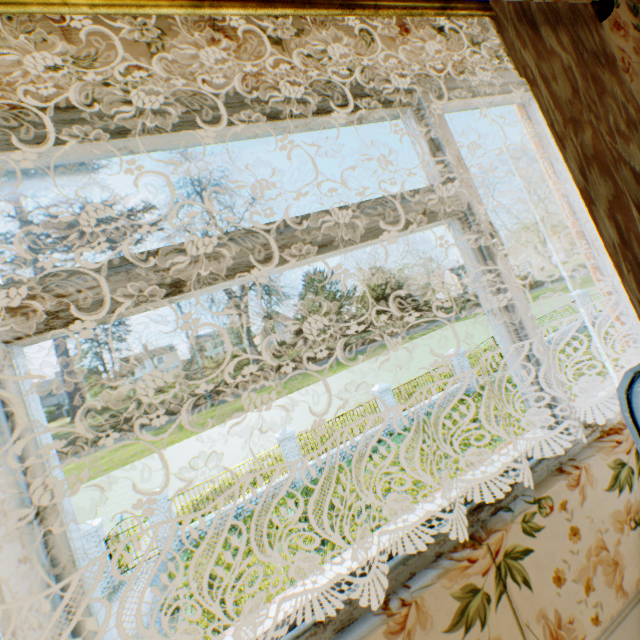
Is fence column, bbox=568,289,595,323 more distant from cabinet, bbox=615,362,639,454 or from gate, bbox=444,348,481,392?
cabinet, bbox=615,362,639,454

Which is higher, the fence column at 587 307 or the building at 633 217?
the building at 633 217

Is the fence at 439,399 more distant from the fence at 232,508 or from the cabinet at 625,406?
the cabinet at 625,406

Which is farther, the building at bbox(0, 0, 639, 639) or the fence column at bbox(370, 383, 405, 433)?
the fence column at bbox(370, 383, 405, 433)

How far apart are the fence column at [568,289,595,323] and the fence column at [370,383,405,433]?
16.07m

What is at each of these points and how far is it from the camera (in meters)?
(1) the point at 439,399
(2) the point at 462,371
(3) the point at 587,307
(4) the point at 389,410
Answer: (1) fence, 17.19
(2) gate, 17.88
(3) fence column, 21.88
(4) fence column, 16.12

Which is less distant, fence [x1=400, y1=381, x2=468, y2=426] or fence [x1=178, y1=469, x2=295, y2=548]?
fence [x1=178, y1=469, x2=295, y2=548]

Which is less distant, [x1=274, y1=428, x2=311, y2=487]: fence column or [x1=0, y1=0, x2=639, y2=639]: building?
[x1=0, y1=0, x2=639, y2=639]: building
